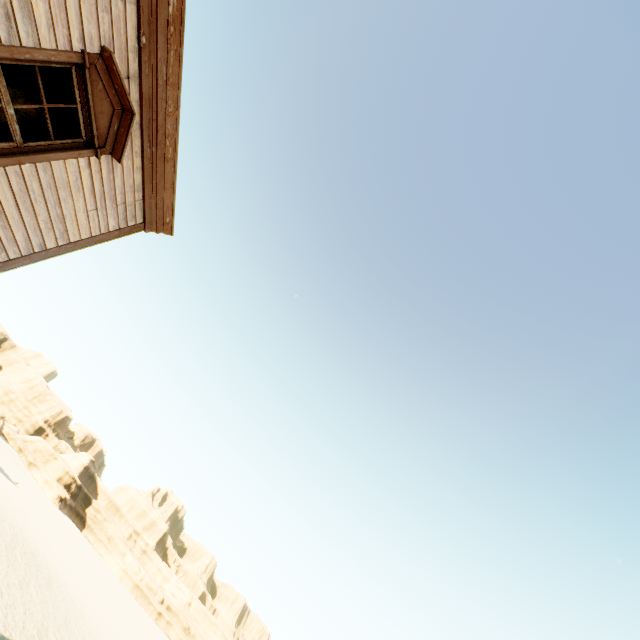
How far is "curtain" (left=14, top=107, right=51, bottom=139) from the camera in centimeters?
390cm

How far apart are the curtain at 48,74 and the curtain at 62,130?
0.1m

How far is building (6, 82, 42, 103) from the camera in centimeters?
567cm

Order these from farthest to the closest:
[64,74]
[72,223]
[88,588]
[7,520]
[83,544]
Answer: [83,544], [88,588], [7,520], [72,223], [64,74]

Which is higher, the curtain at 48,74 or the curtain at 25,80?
the curtain at 48,74

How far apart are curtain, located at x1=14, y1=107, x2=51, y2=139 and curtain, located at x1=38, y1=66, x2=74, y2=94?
0.1m

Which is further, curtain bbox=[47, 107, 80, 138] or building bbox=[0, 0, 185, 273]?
curtain bbox=[47, 107, 80, 138]
